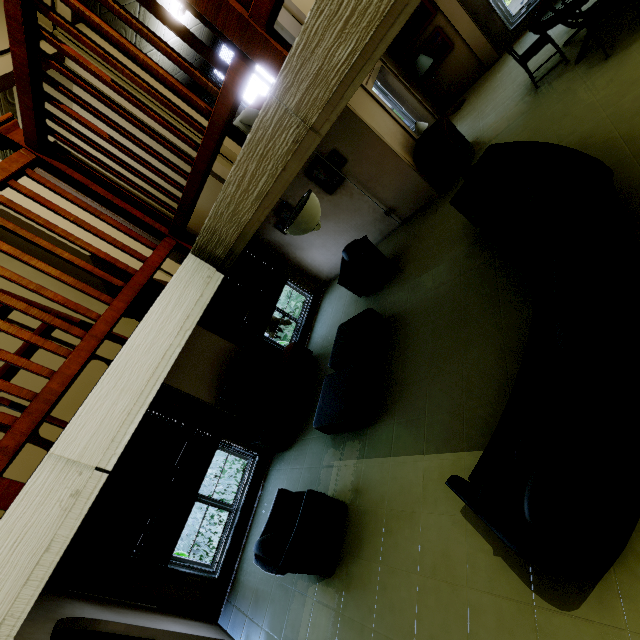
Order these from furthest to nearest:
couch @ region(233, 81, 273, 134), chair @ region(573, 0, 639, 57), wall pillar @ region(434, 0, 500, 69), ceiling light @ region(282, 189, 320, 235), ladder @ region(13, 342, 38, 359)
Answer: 1. wall pillar @ region(434, 0, 500, 69)
2. couch @ region(233, 81, 273, 134)
3. chair @ region(573, 0, 639, 57)
4. ceiling light @ region(282, 189, 320, 235)
5. ladder @ region(13, 342, 38, 359)

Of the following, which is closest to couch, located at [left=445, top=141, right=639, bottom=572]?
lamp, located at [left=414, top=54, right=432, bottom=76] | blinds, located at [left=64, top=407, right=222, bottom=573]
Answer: blinds, located at [left=64, top=407, right=222, bottom=573]

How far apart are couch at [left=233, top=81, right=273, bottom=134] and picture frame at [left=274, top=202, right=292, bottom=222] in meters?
1.4

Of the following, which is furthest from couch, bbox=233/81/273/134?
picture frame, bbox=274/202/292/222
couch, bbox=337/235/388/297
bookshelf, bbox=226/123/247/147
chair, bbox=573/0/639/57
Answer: chair, bbox=573/0/639/57

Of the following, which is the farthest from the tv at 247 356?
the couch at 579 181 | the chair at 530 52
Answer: the chair at 530 52

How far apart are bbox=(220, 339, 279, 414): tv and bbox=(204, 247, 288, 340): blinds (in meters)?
0.50

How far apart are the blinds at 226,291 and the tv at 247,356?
0.5 meters

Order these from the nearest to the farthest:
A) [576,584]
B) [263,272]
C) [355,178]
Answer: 1. [576,584]
2. [355,178]
3. [263,272]
